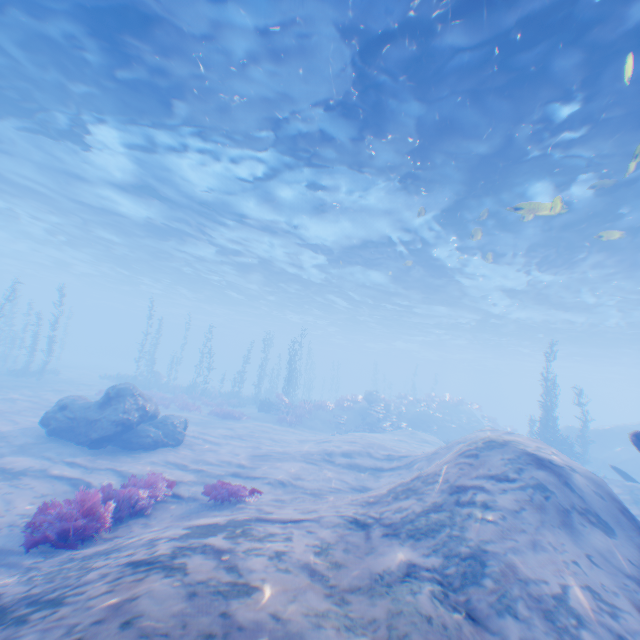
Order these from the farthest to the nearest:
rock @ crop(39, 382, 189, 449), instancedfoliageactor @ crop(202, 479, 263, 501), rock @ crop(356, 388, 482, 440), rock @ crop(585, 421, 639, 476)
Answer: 1. rock @ crop(356, 388, 482, 440)
2. rock @ crop(585, 421, 639, 476)
3. rock @ crop(39, 382, 189, 449)
4. instancedfoliageactor @ crop(202, 479, 263, 501)

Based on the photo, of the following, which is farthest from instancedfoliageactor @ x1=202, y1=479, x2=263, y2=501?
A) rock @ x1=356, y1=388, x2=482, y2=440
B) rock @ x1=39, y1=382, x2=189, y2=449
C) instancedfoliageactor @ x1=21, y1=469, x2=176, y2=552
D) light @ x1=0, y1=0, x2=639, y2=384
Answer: rock @ x1=356, y1=388, x2=482, y2=440

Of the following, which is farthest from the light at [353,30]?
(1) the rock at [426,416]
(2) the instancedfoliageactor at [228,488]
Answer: (1) the rock at [426,416]

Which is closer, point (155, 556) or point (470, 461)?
point (155, 556)

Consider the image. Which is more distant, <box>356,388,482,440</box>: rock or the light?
<box>356,388,482,440</box>: rock

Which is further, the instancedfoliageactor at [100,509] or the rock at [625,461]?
the rock at [625,461]

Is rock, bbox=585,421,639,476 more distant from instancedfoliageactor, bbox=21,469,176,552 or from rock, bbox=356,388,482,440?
instancedfoliageactor, bbox=21,469,176,552

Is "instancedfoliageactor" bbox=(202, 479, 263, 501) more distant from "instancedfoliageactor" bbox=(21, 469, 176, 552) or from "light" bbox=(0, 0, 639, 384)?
"light" bbox=(0, 0, 639, 384)
